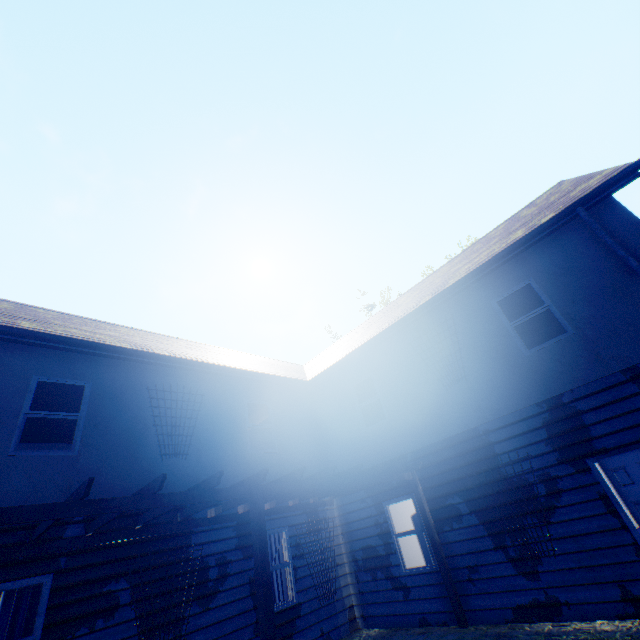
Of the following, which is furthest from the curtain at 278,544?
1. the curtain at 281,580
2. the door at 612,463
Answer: the door at 612,463

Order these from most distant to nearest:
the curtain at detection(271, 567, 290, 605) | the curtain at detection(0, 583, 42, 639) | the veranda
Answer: the curtain at detection(271, 567, 290, 605) < the curtain at detection(0, 583, 42, 639) < the veranda

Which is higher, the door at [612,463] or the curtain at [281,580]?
the door at [612,463]

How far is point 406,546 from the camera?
11.1 meters

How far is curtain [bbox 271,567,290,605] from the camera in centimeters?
777cm

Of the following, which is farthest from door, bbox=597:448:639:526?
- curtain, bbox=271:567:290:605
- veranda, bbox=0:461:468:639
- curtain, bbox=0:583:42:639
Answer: curtain, bbox=0:583:42:639

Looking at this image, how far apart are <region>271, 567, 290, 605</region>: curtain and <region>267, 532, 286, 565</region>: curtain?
0.1m
